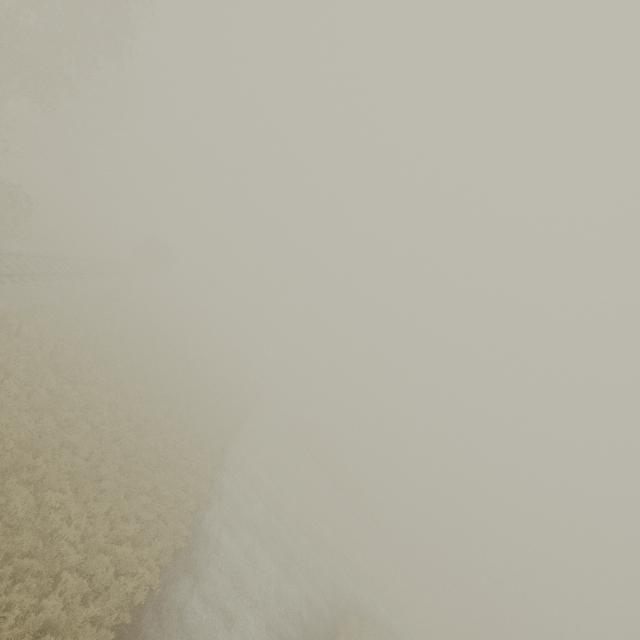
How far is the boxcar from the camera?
43.7 meters

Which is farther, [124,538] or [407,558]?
[407,558]

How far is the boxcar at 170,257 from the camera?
43.7m
